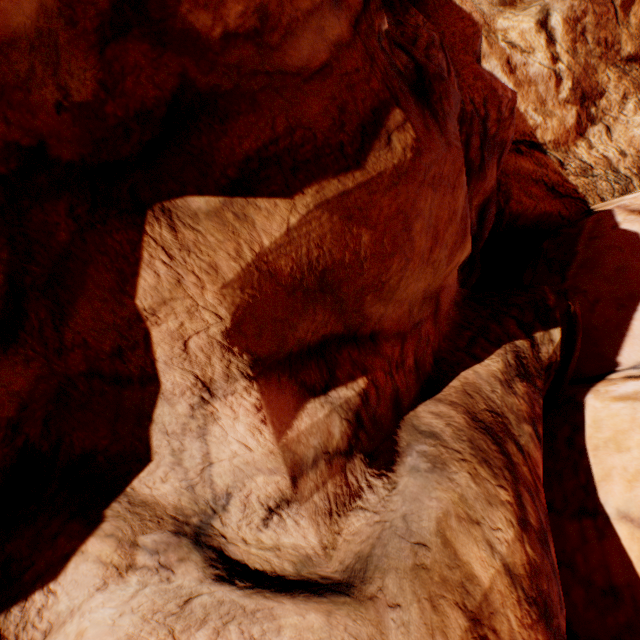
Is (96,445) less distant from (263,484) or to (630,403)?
(263,484)
